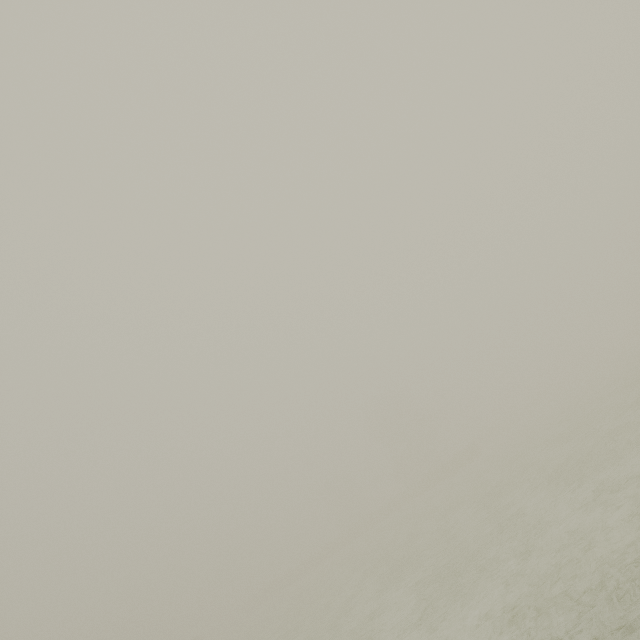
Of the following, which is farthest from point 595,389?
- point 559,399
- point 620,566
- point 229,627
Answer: point 229,627
